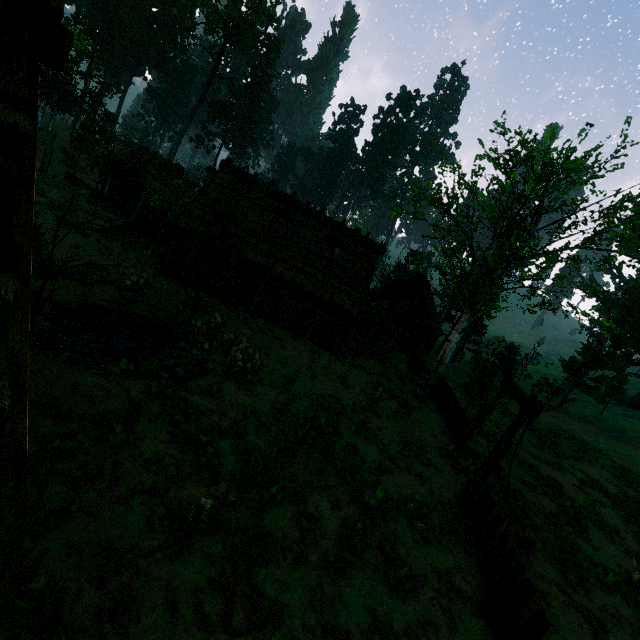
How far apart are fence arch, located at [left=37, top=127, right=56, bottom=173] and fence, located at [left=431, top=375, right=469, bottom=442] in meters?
34.7

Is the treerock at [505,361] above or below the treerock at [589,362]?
below

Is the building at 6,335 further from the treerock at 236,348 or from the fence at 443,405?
the fence at 443,405

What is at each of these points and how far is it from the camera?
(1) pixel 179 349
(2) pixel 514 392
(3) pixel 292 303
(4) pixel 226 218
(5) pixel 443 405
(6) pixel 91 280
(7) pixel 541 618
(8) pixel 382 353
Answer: (1) rock, 14.02m
(2) fence arch, 10.94m
(3) bp, 20.58m
(4) treerock, 16.89m
(5) fence, 17.53m
(6) rock, 15.46m
(7) fence, 5.55m
(8) hay bale, 21.62m

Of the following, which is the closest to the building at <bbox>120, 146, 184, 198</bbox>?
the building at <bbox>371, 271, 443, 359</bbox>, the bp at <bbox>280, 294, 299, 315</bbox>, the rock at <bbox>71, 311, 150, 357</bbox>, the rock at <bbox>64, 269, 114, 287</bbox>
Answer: the bp at <bbox>280, 294, 299, 315</bbox>

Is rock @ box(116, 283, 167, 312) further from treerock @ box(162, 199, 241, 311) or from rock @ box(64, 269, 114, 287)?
treerock @ box(162, 199, 241, 311)

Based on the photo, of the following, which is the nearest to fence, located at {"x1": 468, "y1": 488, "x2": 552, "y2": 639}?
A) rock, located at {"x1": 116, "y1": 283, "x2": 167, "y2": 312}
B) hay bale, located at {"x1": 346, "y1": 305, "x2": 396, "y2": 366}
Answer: hay bale, located at {"x1": 346, "y1": 305, "x2": 396, "y2": 366}

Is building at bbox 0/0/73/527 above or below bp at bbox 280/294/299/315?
above
